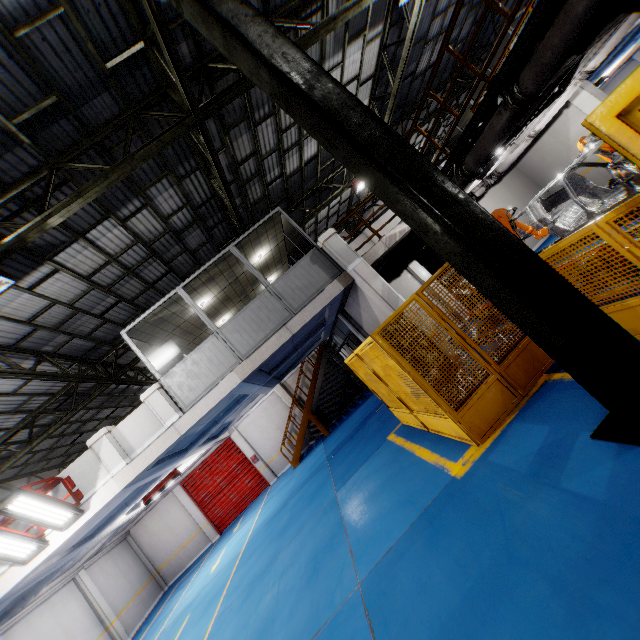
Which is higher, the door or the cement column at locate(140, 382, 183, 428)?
the cement column at locate(140, 382, 183, 428)

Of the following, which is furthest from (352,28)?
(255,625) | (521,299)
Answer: (255,625)

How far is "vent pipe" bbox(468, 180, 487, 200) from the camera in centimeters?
1257cm

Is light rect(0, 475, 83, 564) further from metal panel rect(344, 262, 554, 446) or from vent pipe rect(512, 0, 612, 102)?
vent pipe rect(512, 0, 612, 102)

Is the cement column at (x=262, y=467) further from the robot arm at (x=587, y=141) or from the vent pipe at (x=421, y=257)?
the robot arm at (x=587, y=141)

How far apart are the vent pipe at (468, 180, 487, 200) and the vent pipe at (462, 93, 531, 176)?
3.1 meters

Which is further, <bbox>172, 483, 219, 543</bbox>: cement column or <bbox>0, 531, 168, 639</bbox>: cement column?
<bbox>172, 483, 219, 543</bbox>: cement column

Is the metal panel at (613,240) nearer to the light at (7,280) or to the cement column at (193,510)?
the light at (7,280)
